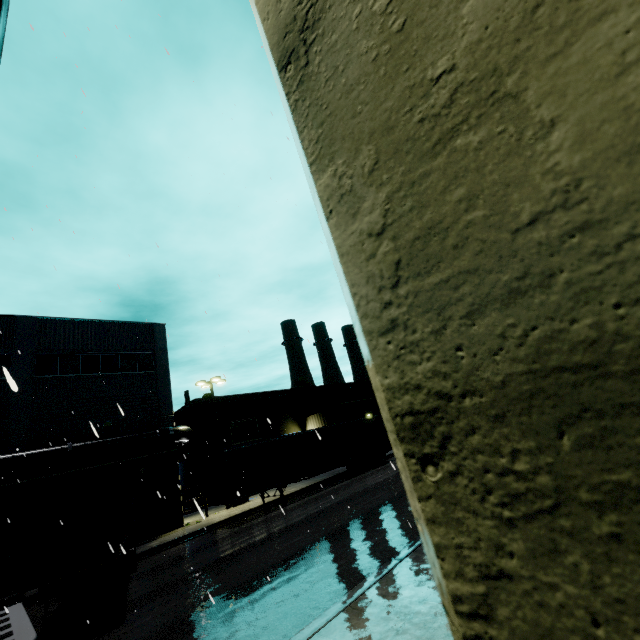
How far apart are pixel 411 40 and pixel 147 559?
21.0m

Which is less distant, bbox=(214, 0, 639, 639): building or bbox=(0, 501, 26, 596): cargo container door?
bbox=(214, 0, 639, 639): building

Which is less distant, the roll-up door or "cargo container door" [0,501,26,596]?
"cargo container door" [0,501,26,596]

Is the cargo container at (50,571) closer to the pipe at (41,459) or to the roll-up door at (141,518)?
the roll-up door at (141,518)

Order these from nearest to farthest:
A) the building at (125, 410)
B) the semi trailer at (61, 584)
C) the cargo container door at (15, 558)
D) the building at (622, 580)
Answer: the building at (622, 580) < the cargo container door at (15, 558) < the semi trailer at (61, 584) < the building at (125, 410)

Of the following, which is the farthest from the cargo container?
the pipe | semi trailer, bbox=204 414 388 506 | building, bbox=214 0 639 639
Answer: the pipe

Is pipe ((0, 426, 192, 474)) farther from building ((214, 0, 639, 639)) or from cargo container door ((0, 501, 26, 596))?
cargo container door ((0, 501, 26, 596))

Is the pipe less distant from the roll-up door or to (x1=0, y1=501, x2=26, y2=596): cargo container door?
the roll-up door
